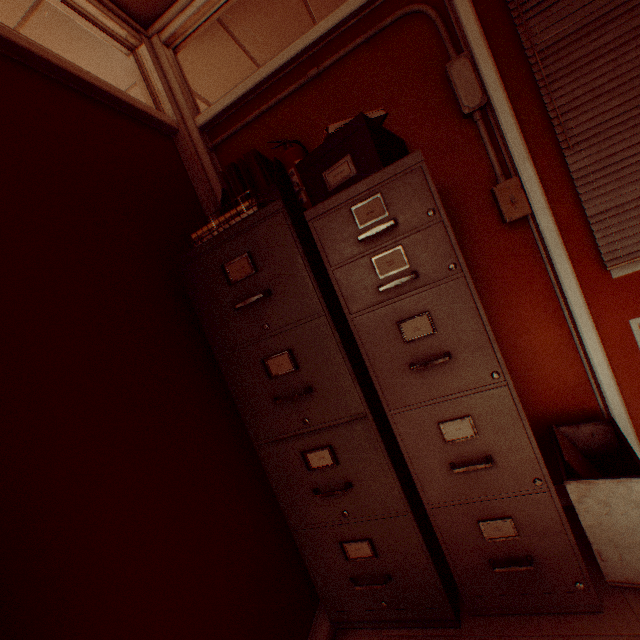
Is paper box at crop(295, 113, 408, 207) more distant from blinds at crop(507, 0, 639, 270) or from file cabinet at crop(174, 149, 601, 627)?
blinds at crop(507, 0, 639, 270)

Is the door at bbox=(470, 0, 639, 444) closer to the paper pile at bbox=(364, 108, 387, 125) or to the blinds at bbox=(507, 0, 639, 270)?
the blinds at bbox=(507, 0, 639, 270)

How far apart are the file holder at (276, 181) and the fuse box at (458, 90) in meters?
1.0

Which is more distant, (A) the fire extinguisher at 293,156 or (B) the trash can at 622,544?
(A) the fire extinguisher at 293,156

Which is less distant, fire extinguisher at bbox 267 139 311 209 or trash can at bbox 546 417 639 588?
trash can at bbox 546 417 639 588

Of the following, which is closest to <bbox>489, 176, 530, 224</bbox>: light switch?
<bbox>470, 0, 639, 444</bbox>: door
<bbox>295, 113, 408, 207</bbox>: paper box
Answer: <bbox>470, 0, 639, 444</bbox>: door

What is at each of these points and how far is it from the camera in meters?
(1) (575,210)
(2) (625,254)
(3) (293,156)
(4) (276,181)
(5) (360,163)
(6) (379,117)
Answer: (1) door, 1.5
(2) blinds, 1.5
(3) fire extinguisher, 1.8
(4) file holder, 1.7
(5) paper box, 1.3
(6) paper pile, 1.4

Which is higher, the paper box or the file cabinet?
the paper box
